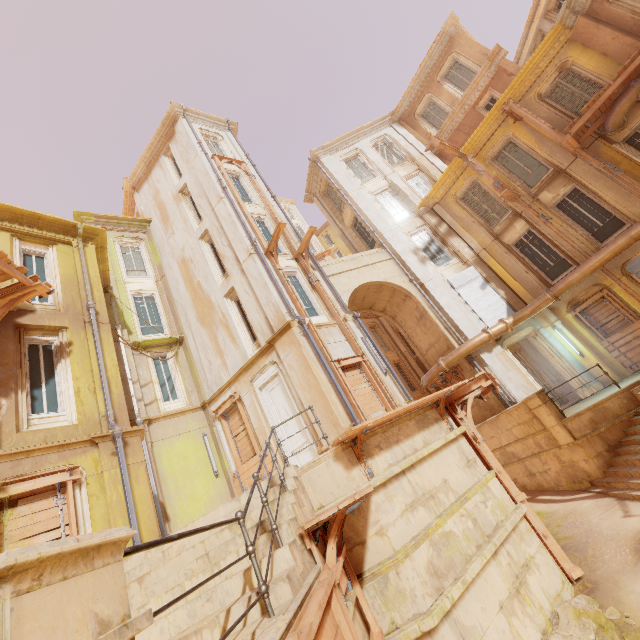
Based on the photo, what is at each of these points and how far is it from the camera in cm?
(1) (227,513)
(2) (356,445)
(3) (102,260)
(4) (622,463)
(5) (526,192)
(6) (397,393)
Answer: (1) stairs, 606
(2) wood, 704
(3) trim, 1353
(4) stairs, 988
(5) window, 1505
(6) column, 1162

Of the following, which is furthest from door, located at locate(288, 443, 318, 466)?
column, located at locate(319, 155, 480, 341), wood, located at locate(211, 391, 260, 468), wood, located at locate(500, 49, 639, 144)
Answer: wood, located at locate(500, 49, 639, 144)

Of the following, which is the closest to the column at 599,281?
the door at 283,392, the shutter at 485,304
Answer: the shutter at 485,304

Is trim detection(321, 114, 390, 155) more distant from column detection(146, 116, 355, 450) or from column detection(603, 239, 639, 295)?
column detection(603, 239, 639, 295)

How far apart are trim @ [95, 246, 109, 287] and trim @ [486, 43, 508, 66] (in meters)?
21.02

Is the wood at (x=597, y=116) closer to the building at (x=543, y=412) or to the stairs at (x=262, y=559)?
the building at (x=543, y=412)

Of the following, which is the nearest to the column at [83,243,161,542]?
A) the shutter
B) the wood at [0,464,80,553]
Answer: the wood at [0,464,80,553]

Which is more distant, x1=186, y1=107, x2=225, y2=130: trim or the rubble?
x1=186, y1=107, x2=225, y2=130: trim
